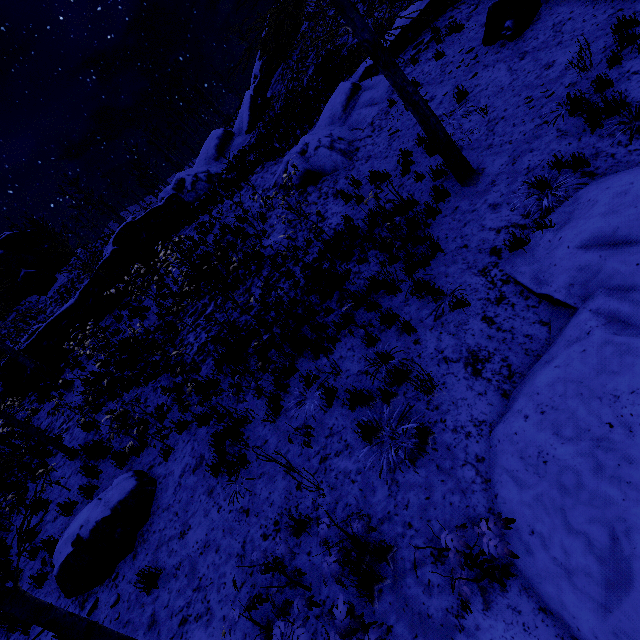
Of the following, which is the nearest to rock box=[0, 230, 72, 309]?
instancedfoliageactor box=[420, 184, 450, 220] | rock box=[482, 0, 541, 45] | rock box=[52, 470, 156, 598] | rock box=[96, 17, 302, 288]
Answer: rock box=[96, 17, 302, 288]

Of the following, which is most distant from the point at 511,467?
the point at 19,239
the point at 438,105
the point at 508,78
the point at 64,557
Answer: the point at 19,239

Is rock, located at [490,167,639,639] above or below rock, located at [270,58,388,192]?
below

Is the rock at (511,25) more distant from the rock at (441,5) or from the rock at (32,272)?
the rock at (32,272)

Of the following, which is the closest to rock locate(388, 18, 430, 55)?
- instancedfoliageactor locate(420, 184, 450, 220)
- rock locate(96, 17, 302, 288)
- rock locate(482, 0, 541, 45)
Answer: rock locate(482, 0, 541, 45)

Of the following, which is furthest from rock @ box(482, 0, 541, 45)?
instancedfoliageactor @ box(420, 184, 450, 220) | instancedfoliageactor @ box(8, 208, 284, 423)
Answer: instancedfoliageactor @ box(8, 208, 284, 423)

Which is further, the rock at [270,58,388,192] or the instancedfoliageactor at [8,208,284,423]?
the rock at [270,58,388,192]

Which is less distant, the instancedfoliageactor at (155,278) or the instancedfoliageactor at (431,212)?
Answer: the instancedfoliageactor at (431,212)
